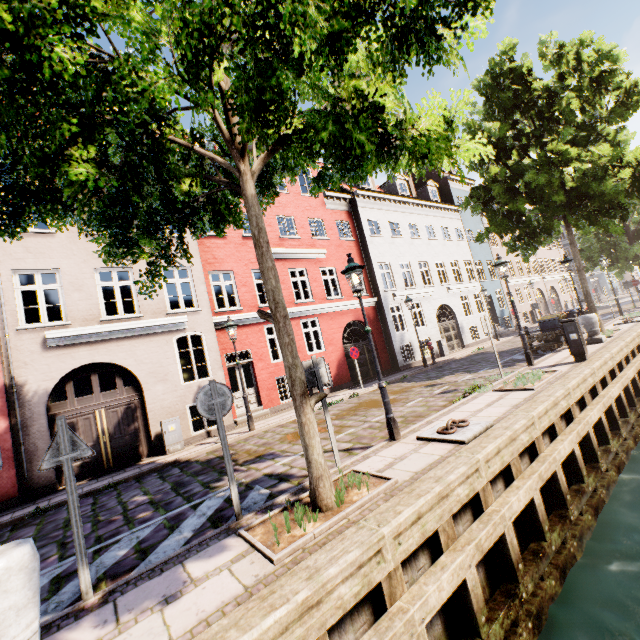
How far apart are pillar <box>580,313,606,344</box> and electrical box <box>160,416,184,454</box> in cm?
1489

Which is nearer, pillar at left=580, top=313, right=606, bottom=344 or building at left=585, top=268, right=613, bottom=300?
pillar at left=580, top=313, right=606, bottom=344

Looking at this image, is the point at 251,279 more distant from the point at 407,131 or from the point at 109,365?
the point at 407,131

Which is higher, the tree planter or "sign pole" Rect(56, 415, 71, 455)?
"sign pole" Rect(56, 415, 71, 455)

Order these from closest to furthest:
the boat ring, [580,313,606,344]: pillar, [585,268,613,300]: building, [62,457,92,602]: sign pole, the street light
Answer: [62,457,92,602]: sign pole < the boat ring < the street light < [580,313,606,344]: pillar < [585,268,613,300]: building

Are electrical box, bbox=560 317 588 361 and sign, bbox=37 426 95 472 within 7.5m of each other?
no

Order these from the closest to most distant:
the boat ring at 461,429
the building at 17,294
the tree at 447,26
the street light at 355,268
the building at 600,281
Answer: the tree at 447,26 → the boat ring at 461,429 → the street light at 355,268 → the building at 17,294 → the building at 600,281

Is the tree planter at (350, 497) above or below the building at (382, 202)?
below
